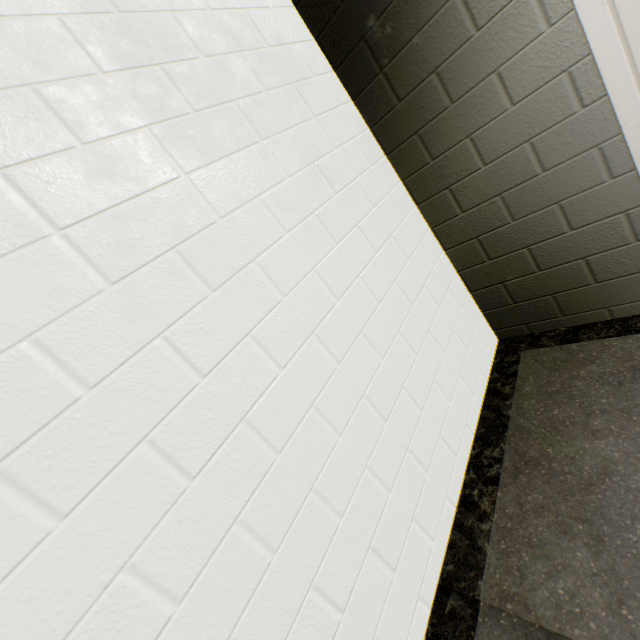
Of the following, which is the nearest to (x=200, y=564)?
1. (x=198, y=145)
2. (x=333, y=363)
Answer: (x=333, y=363)
